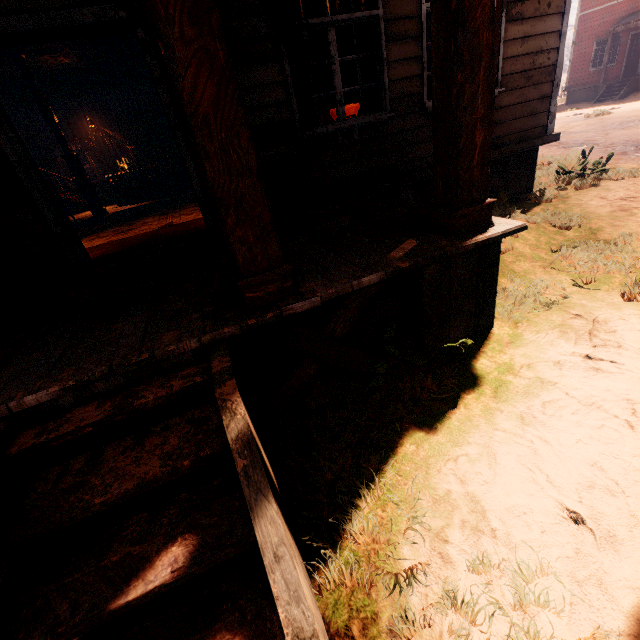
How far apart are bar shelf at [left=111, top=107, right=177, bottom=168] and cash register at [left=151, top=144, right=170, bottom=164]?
1.49m

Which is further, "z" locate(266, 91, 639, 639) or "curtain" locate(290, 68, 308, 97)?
"curtain" locate(290, 68, 308, 97)

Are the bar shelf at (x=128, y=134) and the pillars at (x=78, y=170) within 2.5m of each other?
no

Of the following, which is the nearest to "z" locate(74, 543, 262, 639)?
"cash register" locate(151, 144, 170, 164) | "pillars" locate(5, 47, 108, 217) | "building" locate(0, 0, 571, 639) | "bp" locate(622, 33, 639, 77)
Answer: "building" locate(0, 0, 571, 639)

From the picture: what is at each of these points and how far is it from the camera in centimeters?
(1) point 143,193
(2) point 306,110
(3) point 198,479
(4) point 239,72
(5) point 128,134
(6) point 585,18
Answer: (1) table, 1156cm
(2) curtain, 436cm
(3) z, 216cm
(4) building, 380cm
(5) bar shelf, 1260cm
(6) building, 2048cm

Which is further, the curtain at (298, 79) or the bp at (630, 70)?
the bp at (630, 70)

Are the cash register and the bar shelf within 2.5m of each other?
yes
